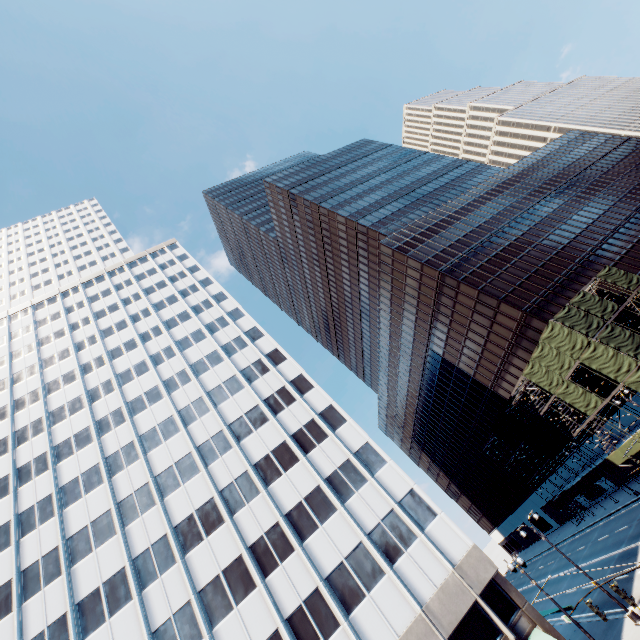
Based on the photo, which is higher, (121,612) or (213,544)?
(121,612)

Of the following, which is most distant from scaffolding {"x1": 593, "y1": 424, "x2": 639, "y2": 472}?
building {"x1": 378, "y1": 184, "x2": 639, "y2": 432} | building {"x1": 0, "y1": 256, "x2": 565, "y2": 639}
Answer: building {"x1": 0, "y1": 256, "x2": 565, "y2": 639}

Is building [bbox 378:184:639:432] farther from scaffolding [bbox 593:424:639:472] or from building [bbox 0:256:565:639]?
building [bbox 0:256:565:639]

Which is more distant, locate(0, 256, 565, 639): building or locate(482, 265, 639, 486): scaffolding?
locate(482, 265, 639, 486): scaffolding

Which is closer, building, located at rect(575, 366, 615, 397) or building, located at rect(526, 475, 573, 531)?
building, located at rect(575, 366, 615, 397)

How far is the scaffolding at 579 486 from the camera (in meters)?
40.97

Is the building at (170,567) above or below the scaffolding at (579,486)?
above
